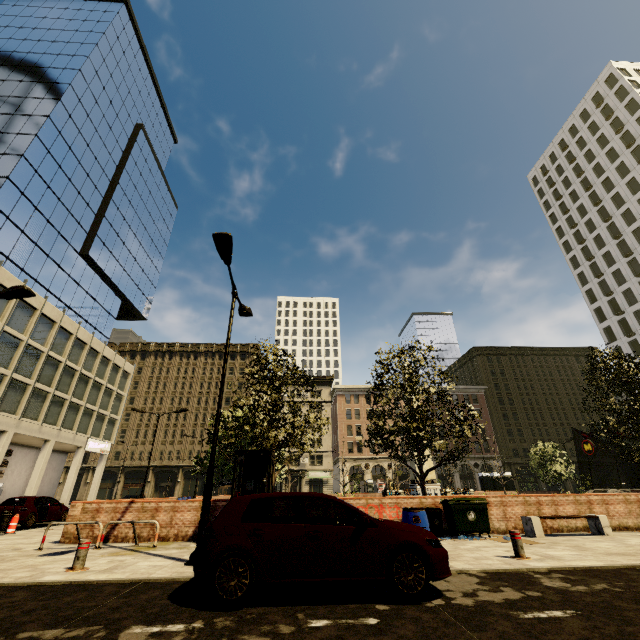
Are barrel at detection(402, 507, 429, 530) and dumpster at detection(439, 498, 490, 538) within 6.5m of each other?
yes

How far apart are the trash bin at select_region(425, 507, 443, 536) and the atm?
34.8 meters

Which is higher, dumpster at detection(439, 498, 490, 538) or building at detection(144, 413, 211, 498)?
building at detection(144, 413, 211, 498)

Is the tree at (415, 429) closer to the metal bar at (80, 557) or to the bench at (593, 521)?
the bench at (593, 521)

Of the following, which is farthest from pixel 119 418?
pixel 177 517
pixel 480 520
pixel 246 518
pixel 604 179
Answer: pixel 604 179

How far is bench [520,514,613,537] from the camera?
10.7 meters

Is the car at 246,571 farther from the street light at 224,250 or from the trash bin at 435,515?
the trash bin at 435,515

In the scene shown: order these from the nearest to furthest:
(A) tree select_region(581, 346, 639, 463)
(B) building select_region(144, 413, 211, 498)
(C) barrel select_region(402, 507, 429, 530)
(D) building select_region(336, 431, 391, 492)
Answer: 1. (C) barrel select_region(402, 507, 429, 530)
2. (A) tree select_region(581, 346, 639, 463)
3. (B) building select_region(144, 413, 211, 498)
4. (D) building select_region(336, 431, 391, 492)
